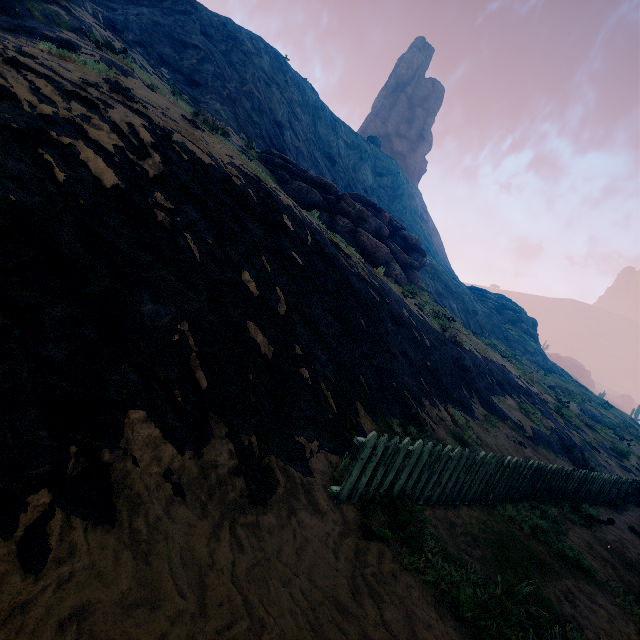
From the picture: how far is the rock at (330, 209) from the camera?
16.77m

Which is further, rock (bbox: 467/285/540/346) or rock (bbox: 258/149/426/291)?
rock (bbox: 467/285/540/346)

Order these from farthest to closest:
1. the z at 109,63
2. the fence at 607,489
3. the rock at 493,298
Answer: the rock at 493,298
the fence at 607,489
the z at 109,63

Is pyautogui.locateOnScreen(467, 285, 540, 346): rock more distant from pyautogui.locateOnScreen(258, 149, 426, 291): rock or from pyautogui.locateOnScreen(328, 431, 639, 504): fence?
Answer: pyautogui.locateOnScreen(328, 431, 639, 504): fence

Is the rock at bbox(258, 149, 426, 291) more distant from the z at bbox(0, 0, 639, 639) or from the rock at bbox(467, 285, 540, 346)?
the rock at bbox(467, 285, 540, 346)

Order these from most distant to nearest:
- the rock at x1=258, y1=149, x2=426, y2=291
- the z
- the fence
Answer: the rock at x1=258, y1=149, x2=426, y2=291 < the fence < the z

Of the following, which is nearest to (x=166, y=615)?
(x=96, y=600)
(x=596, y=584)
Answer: (x=96, y=600)

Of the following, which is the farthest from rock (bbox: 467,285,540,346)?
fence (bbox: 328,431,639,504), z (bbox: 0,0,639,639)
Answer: fence (bbox: 328,431,639,504)
